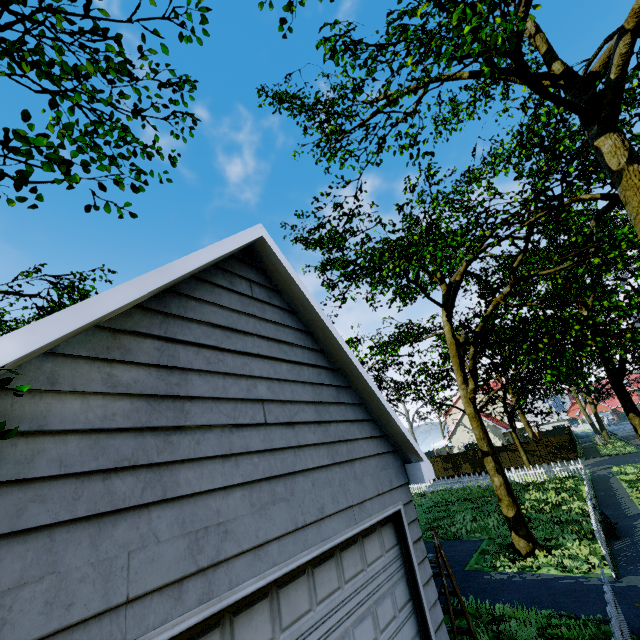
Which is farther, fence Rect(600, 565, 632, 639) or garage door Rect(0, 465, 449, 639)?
fence Rect(600, 565, 632, 639)

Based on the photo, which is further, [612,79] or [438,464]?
[438,464]

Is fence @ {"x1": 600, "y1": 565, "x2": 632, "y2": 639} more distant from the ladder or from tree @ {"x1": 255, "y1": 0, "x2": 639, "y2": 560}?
the ladder

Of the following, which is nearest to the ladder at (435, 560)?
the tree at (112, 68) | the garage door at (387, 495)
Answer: the garage door at (387, 495)

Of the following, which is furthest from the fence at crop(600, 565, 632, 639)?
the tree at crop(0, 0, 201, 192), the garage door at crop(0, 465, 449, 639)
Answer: the garage door at crop(0, 465, 449, 639)

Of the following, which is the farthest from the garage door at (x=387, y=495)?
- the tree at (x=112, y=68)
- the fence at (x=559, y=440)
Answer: the fence at (x=559, y=440)

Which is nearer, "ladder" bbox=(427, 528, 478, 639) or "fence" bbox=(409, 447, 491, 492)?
"ladder" bbox=(427, 528, 478, 639)
